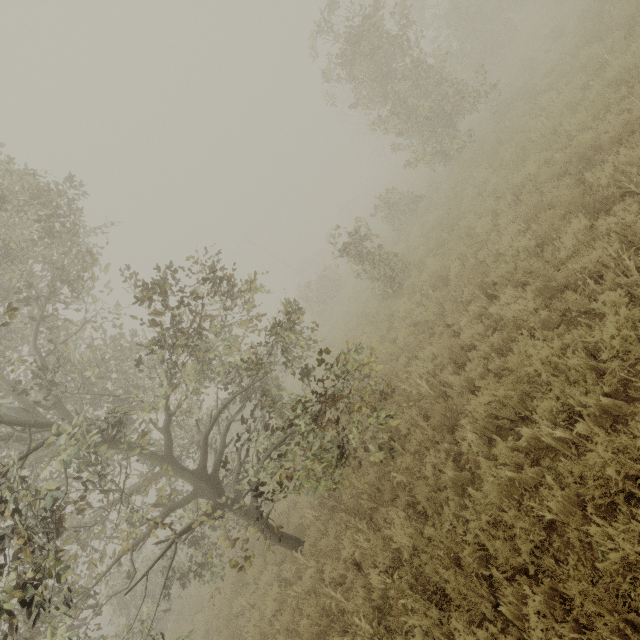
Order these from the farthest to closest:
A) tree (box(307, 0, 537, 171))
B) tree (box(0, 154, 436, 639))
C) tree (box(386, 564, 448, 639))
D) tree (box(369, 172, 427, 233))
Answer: tree (box(369, 172, 427, 233)) → tree (box(307, 0, 537, 171)) → tree (box(0, 154, 436, 639)) → tree (box(386, 564, 448, 639))

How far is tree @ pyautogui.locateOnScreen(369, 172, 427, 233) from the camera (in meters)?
15.05

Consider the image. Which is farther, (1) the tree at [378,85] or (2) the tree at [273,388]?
(1) the tree at [378,85]

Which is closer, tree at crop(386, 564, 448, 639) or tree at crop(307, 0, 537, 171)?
tree at crop(386, 564, 448, 639)

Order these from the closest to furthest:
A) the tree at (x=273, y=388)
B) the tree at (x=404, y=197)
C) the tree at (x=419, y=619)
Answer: the tree at (x=419, y=619) < the tree at (x=273, y=388) < the tree at (x=404, y=197)

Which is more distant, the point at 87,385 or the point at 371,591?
the point at 87,385
